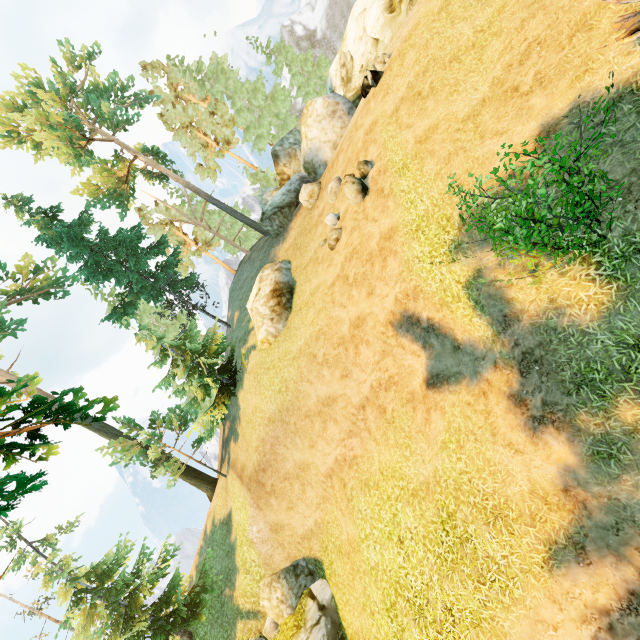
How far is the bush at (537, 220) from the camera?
5.3m

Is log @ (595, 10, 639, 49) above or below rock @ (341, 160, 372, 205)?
below

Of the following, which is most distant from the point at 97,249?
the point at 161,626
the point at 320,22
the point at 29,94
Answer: the point at 320,22

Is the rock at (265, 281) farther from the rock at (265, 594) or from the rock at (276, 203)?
the rock at (265, 594)

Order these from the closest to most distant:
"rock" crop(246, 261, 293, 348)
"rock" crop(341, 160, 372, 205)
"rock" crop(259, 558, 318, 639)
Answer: "rock" crop(341, 160, 372, 205) → "rock" crop(259, 558, 318, 639) → "rock" crop(246, 261, 293, 348)

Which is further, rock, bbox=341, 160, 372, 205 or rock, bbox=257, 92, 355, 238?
rock, bbox=257, 92, 355, 238

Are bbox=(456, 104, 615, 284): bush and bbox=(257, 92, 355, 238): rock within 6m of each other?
no

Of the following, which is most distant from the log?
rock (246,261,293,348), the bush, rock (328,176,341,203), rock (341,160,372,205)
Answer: rock (246,261,293,348)
